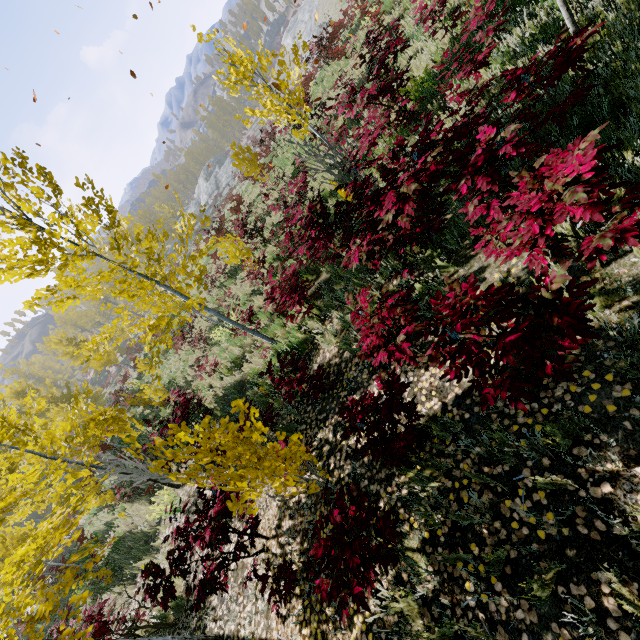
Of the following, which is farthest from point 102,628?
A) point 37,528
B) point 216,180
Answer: point 216,180

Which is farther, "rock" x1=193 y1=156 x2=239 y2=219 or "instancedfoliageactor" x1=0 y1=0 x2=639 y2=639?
"rock" x1=193 y1=156 x2=239 y2=219

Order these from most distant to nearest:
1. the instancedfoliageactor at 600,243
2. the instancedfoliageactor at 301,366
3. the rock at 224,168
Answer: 1. the rock at 224,168
2. the instancedfoliageactor at 301,366
3. the instancedfoliageactor at 600,243

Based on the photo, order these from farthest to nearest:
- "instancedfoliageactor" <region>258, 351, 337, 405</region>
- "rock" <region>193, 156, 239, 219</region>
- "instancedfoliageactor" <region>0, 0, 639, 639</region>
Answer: "rock" <region>193, 156, 239, 219</region> < "instancedfoliageactor" <region>258, 351, 337, 405</region> < "instancedfoliageactor" <region>0, 0, 639, 639</region>

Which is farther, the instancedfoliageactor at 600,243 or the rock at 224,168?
the rock at 224,168

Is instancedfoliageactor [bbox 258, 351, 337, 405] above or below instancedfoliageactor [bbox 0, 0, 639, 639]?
below

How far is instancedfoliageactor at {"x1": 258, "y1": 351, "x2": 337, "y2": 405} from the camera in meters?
5.0 m

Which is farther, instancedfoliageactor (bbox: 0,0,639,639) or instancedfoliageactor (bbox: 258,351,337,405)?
instancedfoliageactor (bbox: 258,351,337,405)
